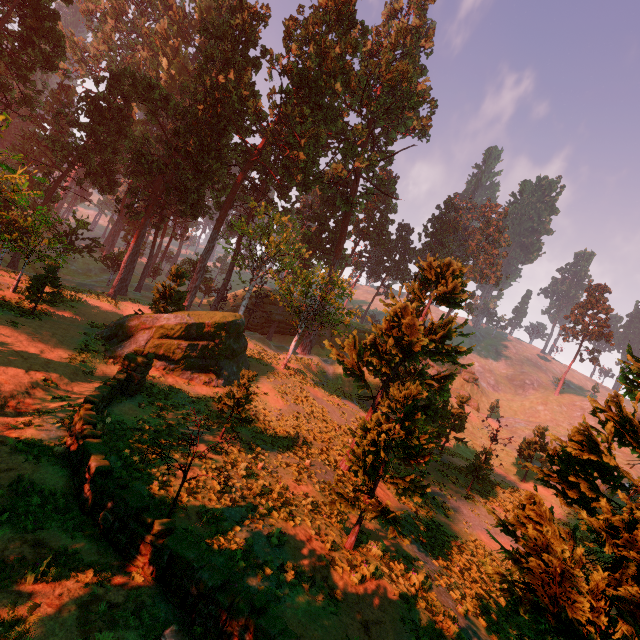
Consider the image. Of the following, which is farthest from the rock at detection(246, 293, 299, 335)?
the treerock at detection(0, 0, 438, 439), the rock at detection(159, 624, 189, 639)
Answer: the rock at detection(159, 624, 189, 639)

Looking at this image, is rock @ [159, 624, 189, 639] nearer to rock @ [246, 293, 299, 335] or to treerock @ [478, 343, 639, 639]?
treerock @ [478, 343, 639, 639]

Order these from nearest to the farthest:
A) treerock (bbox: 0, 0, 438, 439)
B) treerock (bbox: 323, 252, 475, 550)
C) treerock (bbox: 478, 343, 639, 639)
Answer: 1. treerock (bbox: 478, 343, 639, 639)
2. treerock (bbox: 323, 252, 475, 550)
3. treerock (bbox: 0, 0, 438, 439)

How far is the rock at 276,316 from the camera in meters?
52.2 m

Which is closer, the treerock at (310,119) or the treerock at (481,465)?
the treerock at (310,119)

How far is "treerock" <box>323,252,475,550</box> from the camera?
10.7 meters

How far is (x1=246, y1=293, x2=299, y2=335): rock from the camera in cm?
5225

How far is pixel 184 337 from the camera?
20.8m
